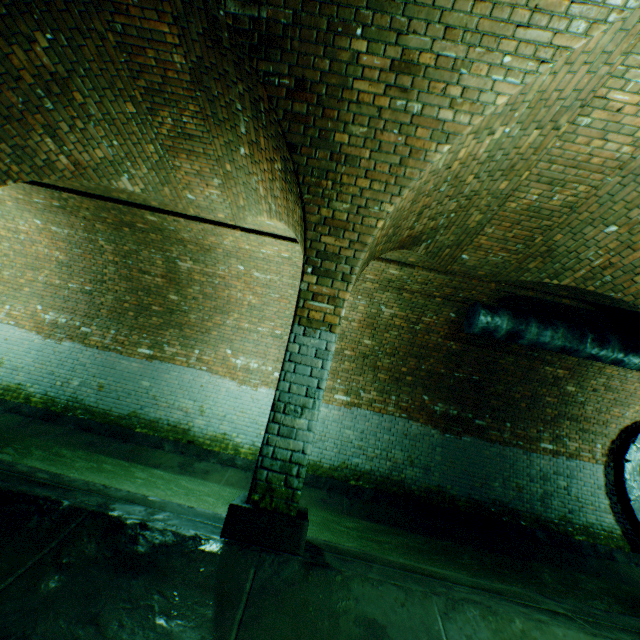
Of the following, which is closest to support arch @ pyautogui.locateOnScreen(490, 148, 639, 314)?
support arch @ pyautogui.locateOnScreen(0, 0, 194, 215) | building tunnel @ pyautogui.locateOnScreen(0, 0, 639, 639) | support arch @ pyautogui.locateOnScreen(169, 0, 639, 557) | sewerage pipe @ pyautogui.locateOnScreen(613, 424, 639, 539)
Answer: building tunnel @ pyautogui.locateOnScreen(0, 0, 639, 639)

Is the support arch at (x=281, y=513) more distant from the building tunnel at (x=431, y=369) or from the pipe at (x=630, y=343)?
the pipe at (x=630, y=343)

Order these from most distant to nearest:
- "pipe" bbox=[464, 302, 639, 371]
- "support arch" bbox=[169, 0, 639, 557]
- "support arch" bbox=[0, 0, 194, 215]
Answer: "pipe" bbox=[464, 302, 639, 371]
"support arch" bbox=[0, 0, 194, 215]
"support arch" bbox=[169, 0, 639, 557]

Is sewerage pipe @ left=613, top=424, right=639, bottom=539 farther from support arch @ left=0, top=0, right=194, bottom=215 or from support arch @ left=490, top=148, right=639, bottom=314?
support arch @ left=0, top=0, right=194, bottom=215

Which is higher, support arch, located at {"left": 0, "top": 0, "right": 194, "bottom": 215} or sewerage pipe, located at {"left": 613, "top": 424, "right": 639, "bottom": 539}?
support arch, located at {"left": 0, "top": 0, "right": 194, "bottom": 215}

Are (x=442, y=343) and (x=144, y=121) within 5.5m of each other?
no

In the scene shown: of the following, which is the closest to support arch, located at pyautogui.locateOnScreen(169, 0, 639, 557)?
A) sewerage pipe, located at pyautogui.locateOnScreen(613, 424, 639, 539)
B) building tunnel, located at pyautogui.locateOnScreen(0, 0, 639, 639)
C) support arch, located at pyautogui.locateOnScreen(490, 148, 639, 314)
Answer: building tunnel, located at pyautogui.locateOnScreen(0, 0, 639, 639)

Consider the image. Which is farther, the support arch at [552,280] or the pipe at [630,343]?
the pipe at [630,343]
